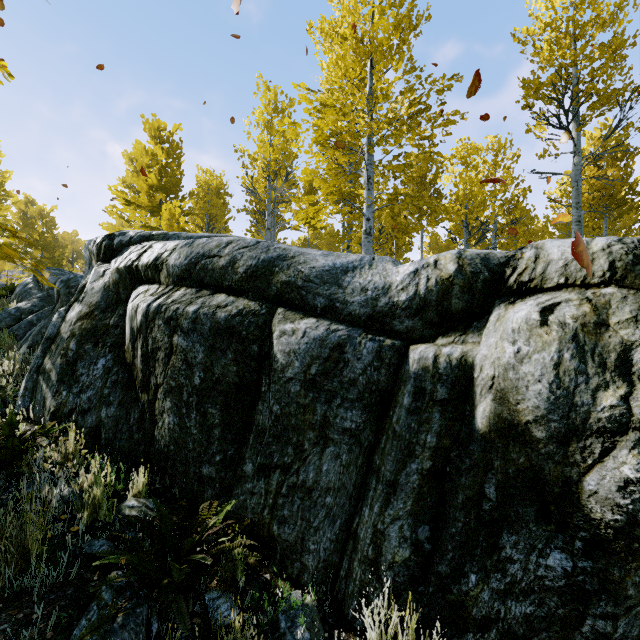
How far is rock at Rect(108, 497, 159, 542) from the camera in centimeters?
252cm

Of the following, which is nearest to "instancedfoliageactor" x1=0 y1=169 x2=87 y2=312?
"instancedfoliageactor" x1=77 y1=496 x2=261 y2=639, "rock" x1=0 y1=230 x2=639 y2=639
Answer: "rock" x1=0 y1=230 x2=639 y2=639

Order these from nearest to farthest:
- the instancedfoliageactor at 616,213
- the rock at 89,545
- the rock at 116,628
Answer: the rock at 116,628 < the rock at 89,545 < the instancedfoliageactor at 616,213

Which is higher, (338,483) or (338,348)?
(338,348)

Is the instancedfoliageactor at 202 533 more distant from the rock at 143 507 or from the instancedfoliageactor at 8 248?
the instancedfoliageactor at 8 248

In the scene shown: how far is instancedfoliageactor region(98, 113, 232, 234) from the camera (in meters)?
11.90
